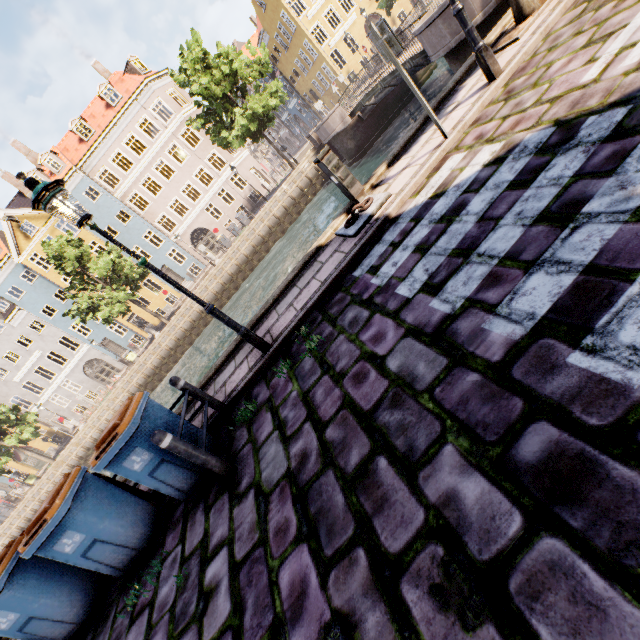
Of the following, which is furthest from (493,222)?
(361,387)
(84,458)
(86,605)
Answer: (84,458)

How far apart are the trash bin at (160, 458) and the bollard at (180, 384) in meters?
0.3 m

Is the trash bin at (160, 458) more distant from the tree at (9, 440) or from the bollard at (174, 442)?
the tree at (9, 440)

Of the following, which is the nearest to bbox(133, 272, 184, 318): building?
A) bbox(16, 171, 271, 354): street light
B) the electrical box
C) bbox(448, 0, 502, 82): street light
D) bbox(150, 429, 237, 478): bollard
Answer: bbox(16, 171, 271, 354): street light

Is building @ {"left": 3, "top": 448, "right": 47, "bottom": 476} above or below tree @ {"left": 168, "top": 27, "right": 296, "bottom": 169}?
below

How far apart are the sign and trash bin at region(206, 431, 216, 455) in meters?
6.0 m

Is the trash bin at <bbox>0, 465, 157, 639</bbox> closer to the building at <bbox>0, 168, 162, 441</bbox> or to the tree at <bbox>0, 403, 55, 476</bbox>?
the tree at <bbox>0, 403, 55, 476</bbox>

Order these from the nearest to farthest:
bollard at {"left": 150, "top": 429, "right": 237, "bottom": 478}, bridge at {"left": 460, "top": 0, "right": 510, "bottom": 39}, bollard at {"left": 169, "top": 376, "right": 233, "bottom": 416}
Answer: bollard at {"left": 150, "top": 429, "right": 237, "bottom": 478} < bollard at {"left": 169, "top": 376, "right": 233, "bottom": 416} < bridge at {"left": 460, "top": 0, "right": 510, "bottom": 39}
